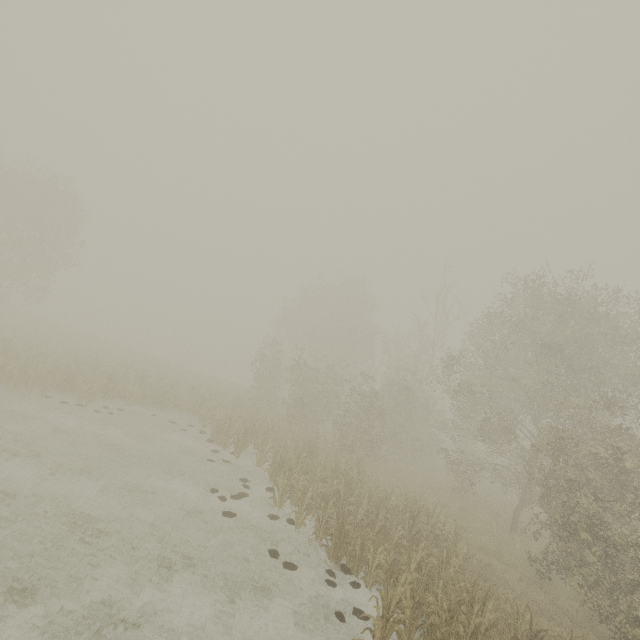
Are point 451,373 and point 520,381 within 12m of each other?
yes
